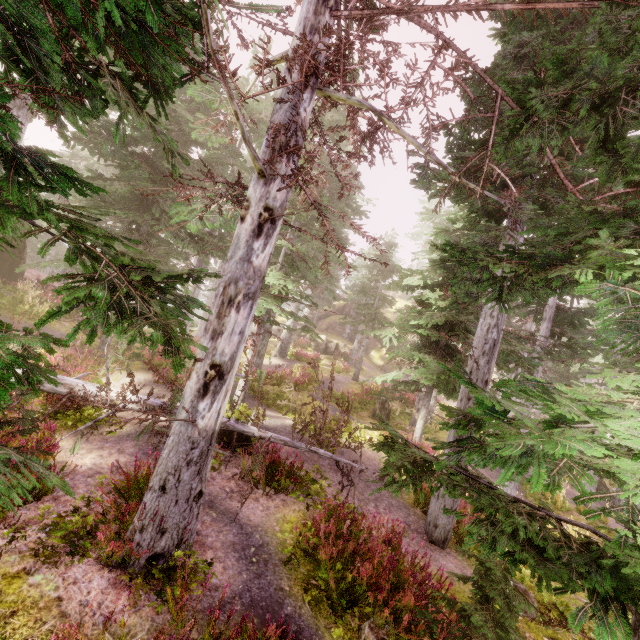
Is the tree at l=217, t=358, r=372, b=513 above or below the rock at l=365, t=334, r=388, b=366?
below

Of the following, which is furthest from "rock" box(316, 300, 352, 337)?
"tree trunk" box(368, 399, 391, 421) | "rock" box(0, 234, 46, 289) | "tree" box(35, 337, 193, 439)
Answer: "tree" box(35, 337, 193, 439)

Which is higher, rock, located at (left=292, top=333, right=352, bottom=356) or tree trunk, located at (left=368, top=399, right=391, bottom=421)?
rock, located at (left=292, top=333, right=352, bottom=356)

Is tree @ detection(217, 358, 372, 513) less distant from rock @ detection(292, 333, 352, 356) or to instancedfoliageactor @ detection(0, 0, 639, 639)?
instancedfoliageactor @ detection(0, 0, 639, 639)

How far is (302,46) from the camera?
4.1 meters

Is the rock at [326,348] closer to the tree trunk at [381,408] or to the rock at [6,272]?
the tree trunk at [381,408]

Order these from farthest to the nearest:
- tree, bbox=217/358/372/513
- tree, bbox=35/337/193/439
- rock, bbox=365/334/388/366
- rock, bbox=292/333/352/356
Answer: rock, bbox=365/334/388/366, rock, bbox=292/333/352/356, tree, bbox=217/358/372/513, tree, bbox=35/337/193/439

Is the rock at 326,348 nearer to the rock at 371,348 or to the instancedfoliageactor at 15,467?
the instancedfoliageactor at 15,467
